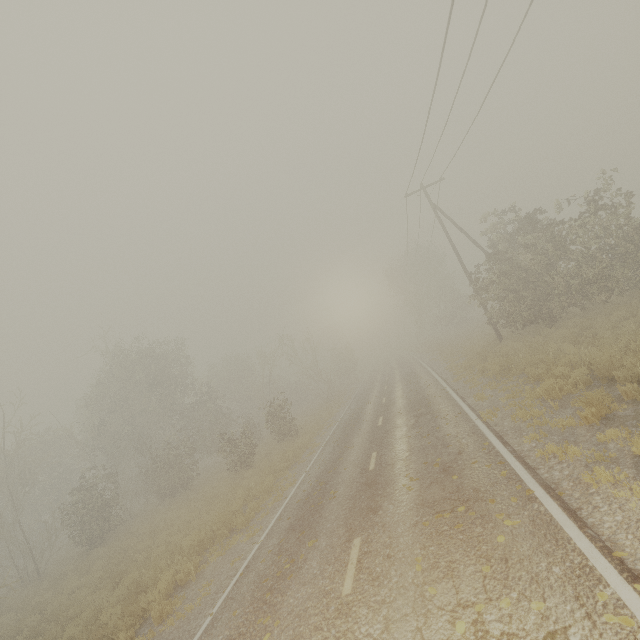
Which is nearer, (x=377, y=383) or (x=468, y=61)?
(x=468, y=61)
